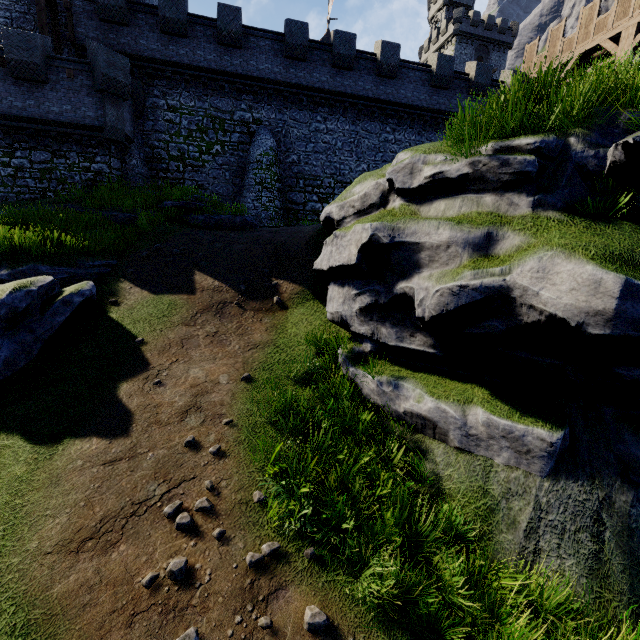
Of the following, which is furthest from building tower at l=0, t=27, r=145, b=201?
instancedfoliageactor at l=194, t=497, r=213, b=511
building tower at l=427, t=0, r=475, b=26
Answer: building tower at l=427, t=0, r=475, b=26

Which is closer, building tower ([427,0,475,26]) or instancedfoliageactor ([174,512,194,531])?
instancedfoliageactor ([174,512,194,531])

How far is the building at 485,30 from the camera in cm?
4897

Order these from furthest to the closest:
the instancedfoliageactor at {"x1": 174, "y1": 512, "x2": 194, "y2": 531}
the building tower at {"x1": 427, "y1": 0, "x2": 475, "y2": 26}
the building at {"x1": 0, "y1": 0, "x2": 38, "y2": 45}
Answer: the building tower at {"x1": 427, "y1": 0, "x2": 475, "y2": 26}
the building at {"x1": 0, "y1": 0, "x2": 38, "y2": 45}
the instancedfoliageactor at {"x1": 174, "y1": 512, "x2": 194, "y2": 531}

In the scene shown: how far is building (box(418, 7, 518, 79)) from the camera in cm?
4897

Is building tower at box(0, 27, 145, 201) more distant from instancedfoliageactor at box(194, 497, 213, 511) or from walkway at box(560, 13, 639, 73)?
walkway at box(560, 13, 639, 73)

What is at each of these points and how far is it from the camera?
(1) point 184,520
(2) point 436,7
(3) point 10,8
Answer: (1) instancedfoliageactor, 4.9 meters
(2) building tower, 58.1 meters
(3) building, 17.9 meters

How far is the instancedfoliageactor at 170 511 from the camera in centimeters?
503cm
